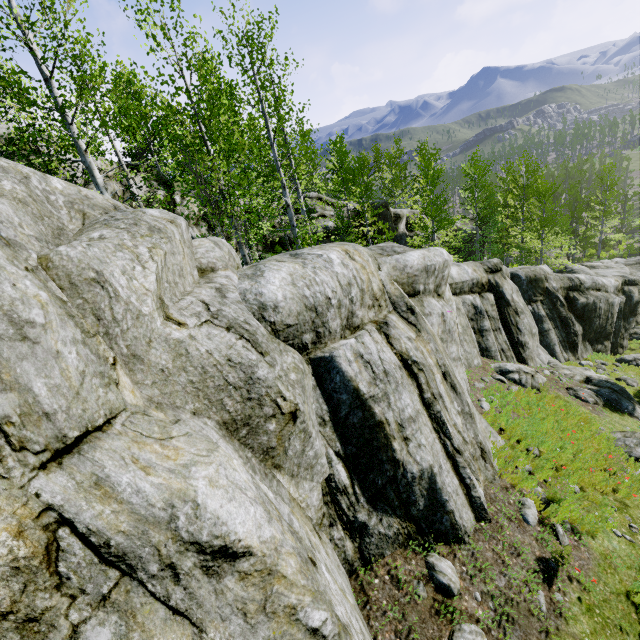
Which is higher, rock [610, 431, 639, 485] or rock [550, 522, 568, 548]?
rock [550, 522, 568, 548]

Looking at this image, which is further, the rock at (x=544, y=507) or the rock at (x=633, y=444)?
the rock at (x=633, y=444)

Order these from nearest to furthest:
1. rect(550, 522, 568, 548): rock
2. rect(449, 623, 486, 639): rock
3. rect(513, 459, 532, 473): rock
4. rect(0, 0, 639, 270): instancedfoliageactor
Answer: rect(449, 623, 486, 639): rock
rect(550, 522, 568, 548): rock
rect(513, 459, 532, 473): rock
rect(0, 0, 639, 270): instancedfoliageactor

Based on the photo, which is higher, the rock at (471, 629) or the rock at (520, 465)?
the rock at (471, 629)

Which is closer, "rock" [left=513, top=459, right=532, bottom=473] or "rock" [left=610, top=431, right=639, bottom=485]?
"rock" [left=513, top=459, right=532, bottom=473]

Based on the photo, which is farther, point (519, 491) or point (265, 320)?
point (519, 491)

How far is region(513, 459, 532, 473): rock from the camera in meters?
6.6
